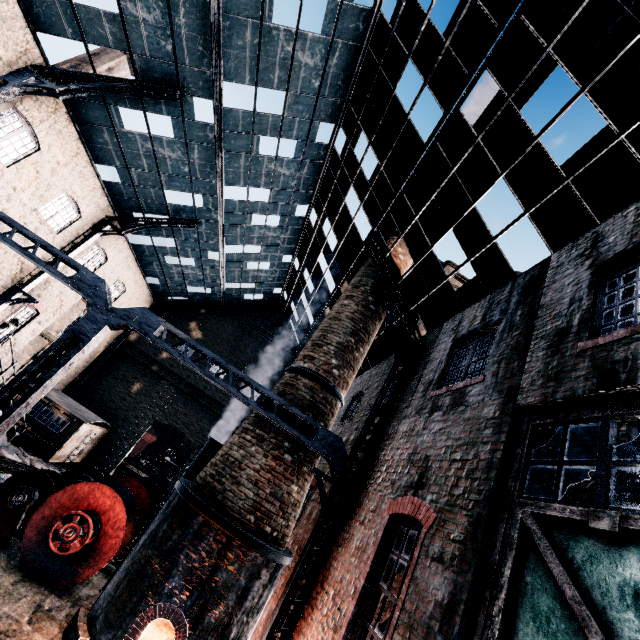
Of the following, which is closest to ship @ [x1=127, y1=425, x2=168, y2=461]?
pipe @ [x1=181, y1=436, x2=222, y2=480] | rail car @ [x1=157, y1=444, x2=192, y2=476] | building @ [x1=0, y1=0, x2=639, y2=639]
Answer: building @ [x1=0, y1=0, x2=639, y2=639]

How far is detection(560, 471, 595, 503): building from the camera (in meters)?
4.42

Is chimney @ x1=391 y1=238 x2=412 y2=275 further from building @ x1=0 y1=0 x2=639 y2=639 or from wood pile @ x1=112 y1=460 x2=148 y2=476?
wood pile @ x1=112 y1=460 x2=148 y2=476

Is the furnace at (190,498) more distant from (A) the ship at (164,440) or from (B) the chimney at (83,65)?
(A) the ship at (164,440)

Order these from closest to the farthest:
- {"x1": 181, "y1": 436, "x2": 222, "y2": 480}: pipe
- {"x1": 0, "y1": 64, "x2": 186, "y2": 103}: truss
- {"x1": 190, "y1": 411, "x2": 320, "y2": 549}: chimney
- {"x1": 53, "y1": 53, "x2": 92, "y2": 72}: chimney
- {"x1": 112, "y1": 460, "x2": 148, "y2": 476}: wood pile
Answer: {"x1": 190, "y1": 411, "x2": 320, "y2": 549}: chimney, {"x1": 0, "y1": 64, "x2": 186, "y2": 103}: truss, {"x1": 181, "y1": 436, "x2": 222, "y2": 480}: pipe, {"x1": 112, "y1": 460, "x2": 148, "y2": 476}: wood pile, {"x1": 53, "y1": 53, "x2": 92, "y2": 72}: chimney

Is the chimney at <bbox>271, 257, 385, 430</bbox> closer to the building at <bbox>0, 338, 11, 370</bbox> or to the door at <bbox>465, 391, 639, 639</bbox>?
the building at <bbox>0, 338, 11, 370</bbox>

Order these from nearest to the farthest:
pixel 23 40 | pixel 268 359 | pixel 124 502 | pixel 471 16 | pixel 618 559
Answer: pixel 618 559
pixel 471 16
pixel 23 40
pixel 124 502
pixel 268 359

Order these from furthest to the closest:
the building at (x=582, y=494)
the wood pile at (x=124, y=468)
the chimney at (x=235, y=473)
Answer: the wood pile at (x=124, y=468)
the chimney at (x=235, y=473)
the building at (x=582, y=494)
